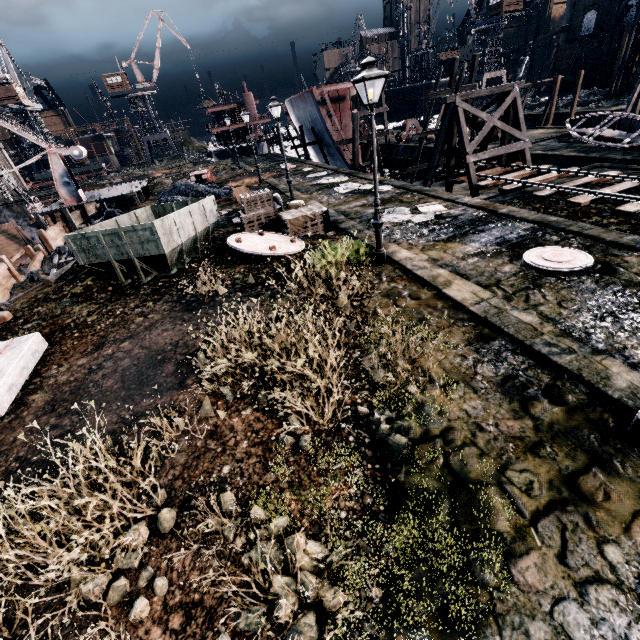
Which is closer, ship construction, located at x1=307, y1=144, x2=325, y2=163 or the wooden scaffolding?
the wooden scaffolding

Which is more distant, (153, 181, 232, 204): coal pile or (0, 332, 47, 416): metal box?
(153, 181, 232, 204): coal pile

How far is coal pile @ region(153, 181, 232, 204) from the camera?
24.7m

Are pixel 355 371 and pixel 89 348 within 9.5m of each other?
yes

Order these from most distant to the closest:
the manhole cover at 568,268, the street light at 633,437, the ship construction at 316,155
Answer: the ship construction at 316,155 → the manhole cover at 568,268 → the street light at 633,437

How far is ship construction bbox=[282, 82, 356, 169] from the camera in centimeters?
3225cm

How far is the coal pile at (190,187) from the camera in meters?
24.7

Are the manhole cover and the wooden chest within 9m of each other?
yes
